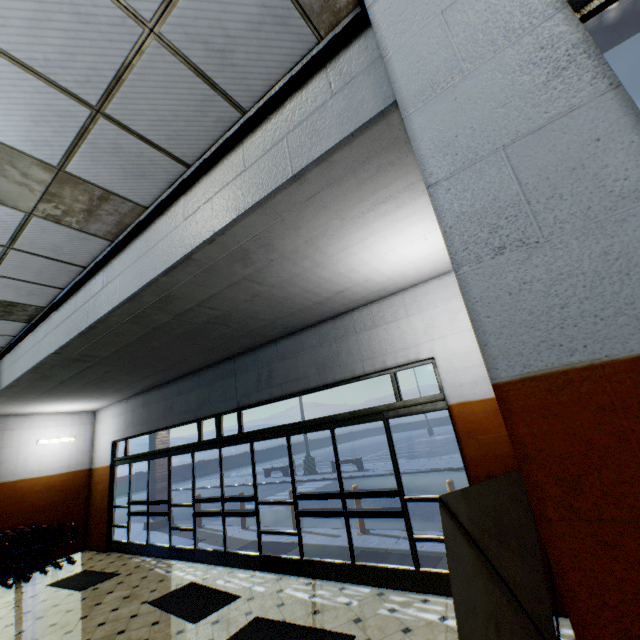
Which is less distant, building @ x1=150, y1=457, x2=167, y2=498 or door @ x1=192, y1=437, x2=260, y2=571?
door @ x1=192, y1=437, x2=260, y2=571

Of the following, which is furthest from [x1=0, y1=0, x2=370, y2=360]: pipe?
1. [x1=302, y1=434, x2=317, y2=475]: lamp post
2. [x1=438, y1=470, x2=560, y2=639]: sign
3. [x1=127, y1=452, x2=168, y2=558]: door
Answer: [x1=302, y1=434, x2=317, y2=475]: lamp post

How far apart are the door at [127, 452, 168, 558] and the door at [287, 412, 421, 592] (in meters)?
4.02

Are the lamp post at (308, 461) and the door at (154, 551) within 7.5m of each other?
no

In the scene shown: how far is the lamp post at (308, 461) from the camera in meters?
18.2 m

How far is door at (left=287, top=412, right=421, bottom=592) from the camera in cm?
439

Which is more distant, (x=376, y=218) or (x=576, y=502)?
(x=376, y=218)

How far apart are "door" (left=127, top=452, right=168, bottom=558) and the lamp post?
10.9 meters
